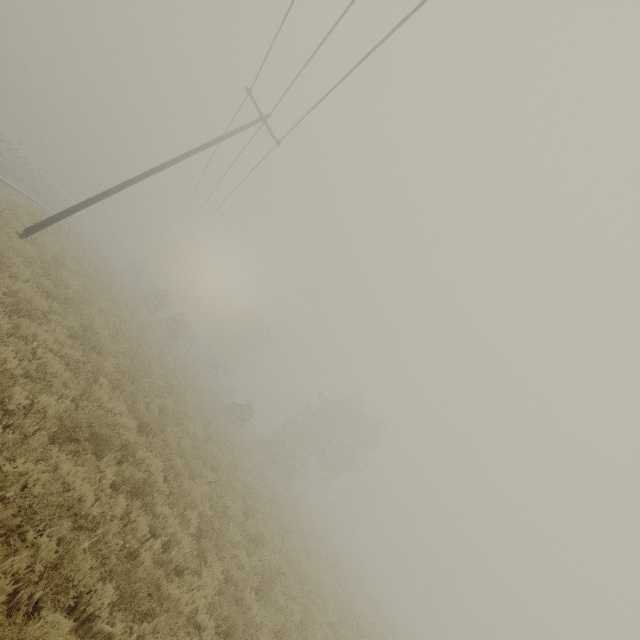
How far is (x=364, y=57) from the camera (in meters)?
8.76
